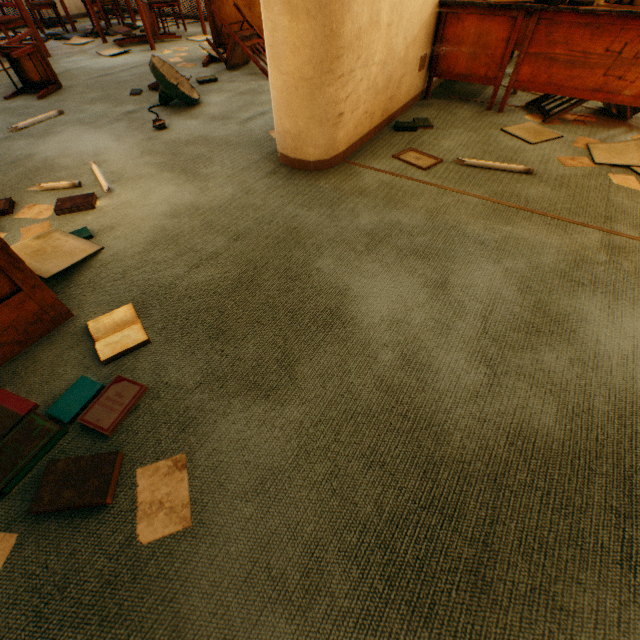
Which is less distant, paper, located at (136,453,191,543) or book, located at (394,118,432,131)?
paper, located at (136,453,191,543)

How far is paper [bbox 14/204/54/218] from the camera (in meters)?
1.95

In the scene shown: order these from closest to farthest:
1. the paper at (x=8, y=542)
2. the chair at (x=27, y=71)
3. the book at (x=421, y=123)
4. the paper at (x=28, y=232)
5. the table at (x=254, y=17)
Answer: the paper at (x=8, y=542) → the paper at (x=28, y=232) → the book at (x=421, y=123) → the chair at (x=27, y=71) → the table at (x=254, y=17)

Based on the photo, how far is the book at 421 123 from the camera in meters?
2.7 m

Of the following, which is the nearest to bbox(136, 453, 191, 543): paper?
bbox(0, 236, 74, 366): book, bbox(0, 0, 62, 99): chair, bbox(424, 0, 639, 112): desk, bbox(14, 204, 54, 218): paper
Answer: bbox(0, 236, 74, 366): book

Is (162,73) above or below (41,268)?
above

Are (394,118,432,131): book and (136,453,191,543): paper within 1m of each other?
no

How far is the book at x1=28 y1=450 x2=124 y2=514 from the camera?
0.93m
